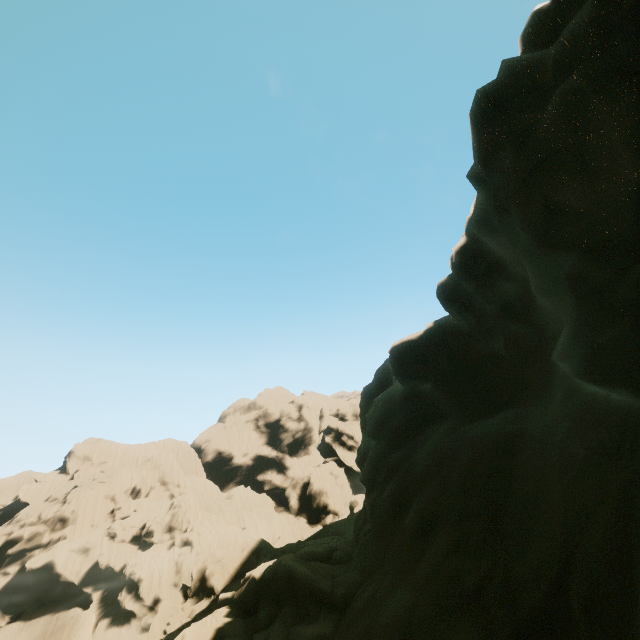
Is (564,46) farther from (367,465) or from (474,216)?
(367,465)
